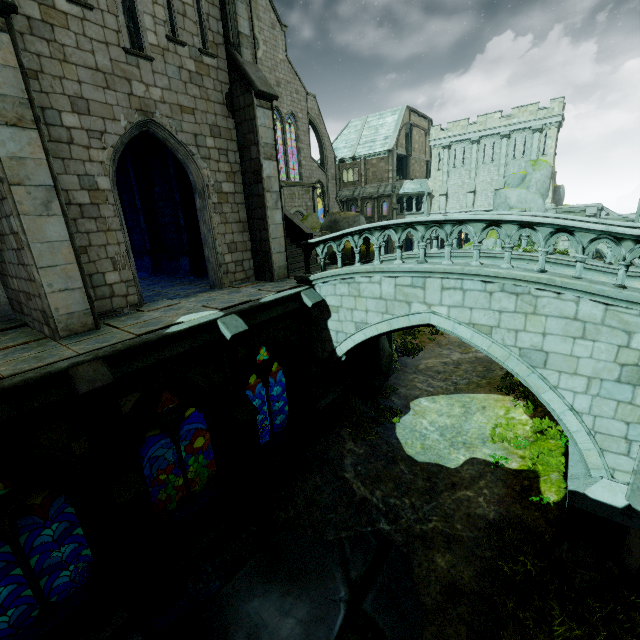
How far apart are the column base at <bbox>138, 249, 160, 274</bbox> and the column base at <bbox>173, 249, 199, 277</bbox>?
2.16m

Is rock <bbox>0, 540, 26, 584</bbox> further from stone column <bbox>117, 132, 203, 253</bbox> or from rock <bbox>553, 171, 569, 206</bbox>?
rock <bbox>553, 171, 569, 206</bbox>

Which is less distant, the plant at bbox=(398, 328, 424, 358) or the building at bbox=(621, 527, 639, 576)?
the building at bbox=(621, 527, 639, 576)

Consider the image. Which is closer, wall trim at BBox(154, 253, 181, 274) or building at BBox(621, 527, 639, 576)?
building at BBox(621, 527, 639, 576)

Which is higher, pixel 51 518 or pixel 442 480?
pixel 442 480

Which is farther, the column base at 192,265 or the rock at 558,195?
the rock at 558,195

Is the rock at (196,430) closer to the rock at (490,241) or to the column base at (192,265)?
the column base at (192,265)

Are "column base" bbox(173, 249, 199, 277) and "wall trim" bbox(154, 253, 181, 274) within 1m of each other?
yes
